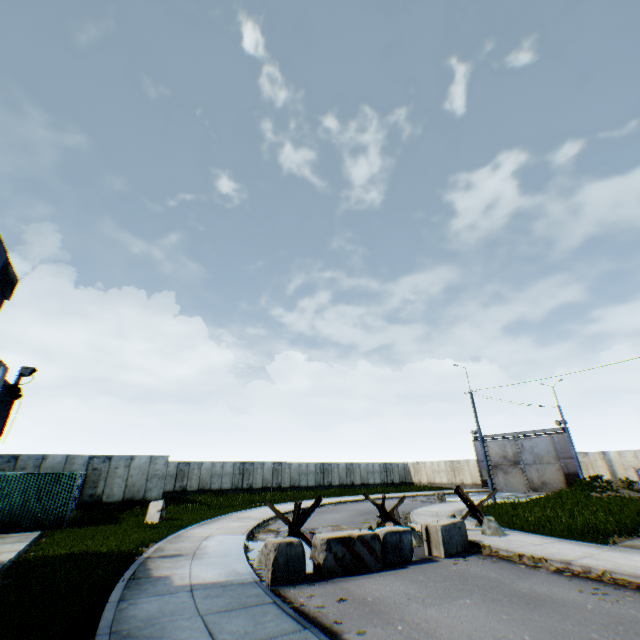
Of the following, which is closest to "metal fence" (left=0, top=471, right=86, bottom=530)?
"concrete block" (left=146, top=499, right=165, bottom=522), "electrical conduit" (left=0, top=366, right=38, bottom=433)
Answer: "concrete block" (left=146, top=499, right=165, bottom=522)

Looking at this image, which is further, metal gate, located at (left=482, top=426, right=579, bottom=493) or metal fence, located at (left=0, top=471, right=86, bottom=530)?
metal gate, located at (left=482, top=426, right=579, bottom=493)

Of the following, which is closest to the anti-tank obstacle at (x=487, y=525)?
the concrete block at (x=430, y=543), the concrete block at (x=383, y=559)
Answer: the concrete block at (x=430, y=543)

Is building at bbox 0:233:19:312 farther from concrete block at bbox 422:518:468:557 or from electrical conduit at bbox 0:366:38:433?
Result: concrete block at bbox 422:518:468:557

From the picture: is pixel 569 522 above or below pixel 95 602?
above

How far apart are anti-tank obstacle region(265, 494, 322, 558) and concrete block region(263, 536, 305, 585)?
1.24m

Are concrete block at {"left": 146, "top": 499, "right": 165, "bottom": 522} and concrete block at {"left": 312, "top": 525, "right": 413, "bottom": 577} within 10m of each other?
no

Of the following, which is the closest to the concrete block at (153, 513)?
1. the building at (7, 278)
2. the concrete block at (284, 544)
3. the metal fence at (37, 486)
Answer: the metal fence at (37, 486)
